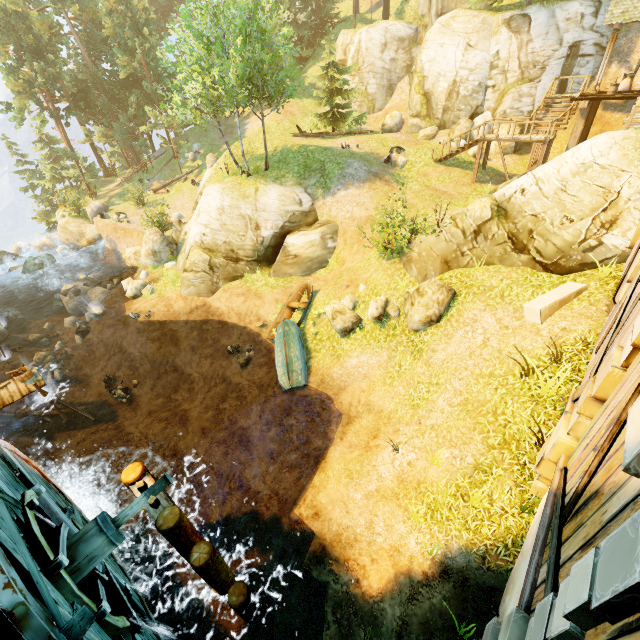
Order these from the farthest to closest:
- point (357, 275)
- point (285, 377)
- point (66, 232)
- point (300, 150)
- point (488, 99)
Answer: point (66, 232), point (488, 99), point (300, 150), point (357, 275), point (285, 377)

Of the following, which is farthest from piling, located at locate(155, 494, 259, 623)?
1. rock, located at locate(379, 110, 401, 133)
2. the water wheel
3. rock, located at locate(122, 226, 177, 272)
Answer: rock, located at locate(379, 110, 401, 133)

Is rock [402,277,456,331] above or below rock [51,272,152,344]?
above

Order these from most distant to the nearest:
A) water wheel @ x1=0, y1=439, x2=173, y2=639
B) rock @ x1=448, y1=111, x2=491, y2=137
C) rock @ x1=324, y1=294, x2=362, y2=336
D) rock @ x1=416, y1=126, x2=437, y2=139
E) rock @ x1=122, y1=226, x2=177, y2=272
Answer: rock @ x1=416, y1=126, x2=437, y2=139 < rock @ x1=448, y1=111, x2=491, y2=137 < rock @ x1=122, y1=226, x2=177, y2=272 < rock @ x1=324, y1=294, x2=362, y2=336 < water wheel @ x1=0, y1=439, x2=173, y2=639

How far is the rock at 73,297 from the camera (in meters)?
19.97

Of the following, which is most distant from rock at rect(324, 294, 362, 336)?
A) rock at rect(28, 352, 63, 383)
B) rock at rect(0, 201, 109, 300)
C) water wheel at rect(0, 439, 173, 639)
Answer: rock at rect(0, 201, 109, 300)

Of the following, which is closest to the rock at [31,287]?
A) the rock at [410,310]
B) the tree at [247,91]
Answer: the tree at [247,91]

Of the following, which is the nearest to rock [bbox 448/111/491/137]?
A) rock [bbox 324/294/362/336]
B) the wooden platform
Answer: rock [bbox 324/294/362/336]
